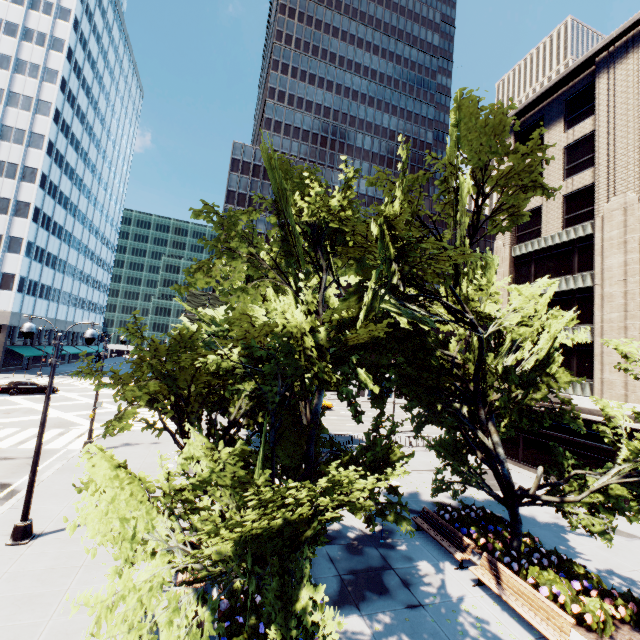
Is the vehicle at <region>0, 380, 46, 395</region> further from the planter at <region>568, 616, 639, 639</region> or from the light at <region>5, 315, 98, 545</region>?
the planter at <region>568, 616, 639, 639</region>

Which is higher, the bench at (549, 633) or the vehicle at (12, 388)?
the vehicle at (12, 388)

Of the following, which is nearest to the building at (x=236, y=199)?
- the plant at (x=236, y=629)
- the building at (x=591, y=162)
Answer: the building at (x=591, y=162)

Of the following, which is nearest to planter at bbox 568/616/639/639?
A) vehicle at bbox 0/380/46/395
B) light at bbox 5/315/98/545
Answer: light at bbox 5/315/98/545

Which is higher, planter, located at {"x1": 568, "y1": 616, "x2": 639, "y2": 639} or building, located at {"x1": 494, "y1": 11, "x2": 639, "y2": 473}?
building, located at {"x1": 494, "y1": 11, "x2": 639, "y2": 473}

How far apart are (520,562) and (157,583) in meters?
11.8

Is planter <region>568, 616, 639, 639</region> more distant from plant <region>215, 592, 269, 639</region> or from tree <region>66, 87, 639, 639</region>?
plant <region>215, 592, 269, 639</region>

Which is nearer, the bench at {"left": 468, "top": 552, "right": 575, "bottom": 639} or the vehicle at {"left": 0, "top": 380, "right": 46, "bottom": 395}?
the bench at {"left": 468, "top": 552, "right": 575, "bottom": 639}
